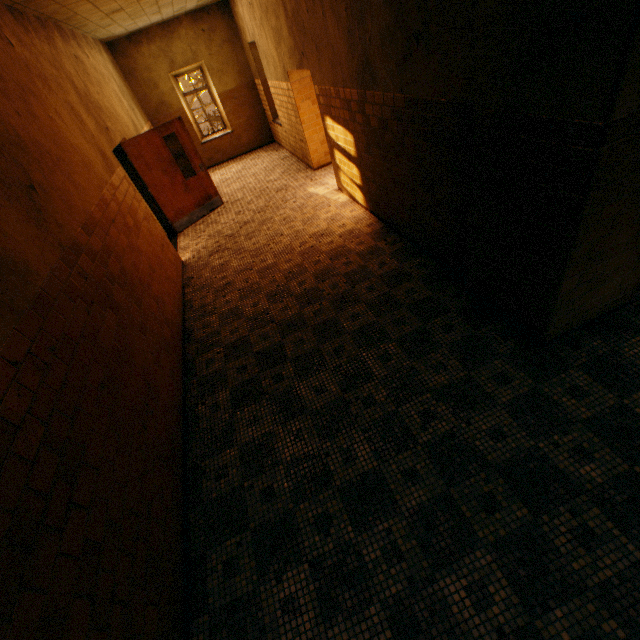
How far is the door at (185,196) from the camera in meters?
6.8

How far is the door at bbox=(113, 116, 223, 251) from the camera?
6.8 meters

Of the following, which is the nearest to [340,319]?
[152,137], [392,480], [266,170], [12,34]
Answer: [392,480]
